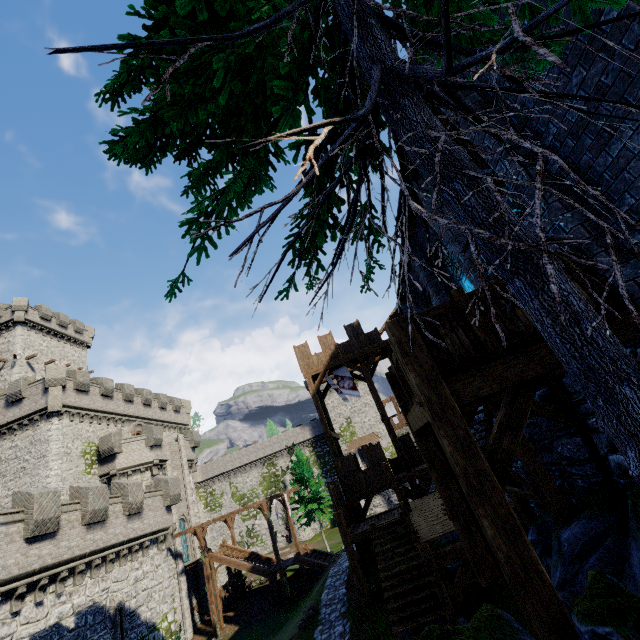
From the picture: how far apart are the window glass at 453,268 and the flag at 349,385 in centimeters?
1259cm

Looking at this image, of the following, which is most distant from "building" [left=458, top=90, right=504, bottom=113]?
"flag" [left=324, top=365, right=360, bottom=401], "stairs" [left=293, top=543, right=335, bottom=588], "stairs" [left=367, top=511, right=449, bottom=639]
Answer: "stairs" [left=293, top=543, right=335, bottom=588]

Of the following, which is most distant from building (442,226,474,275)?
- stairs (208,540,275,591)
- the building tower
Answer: the building tower

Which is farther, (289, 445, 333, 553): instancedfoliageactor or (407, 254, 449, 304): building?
(289, 445, 333, 553): instancedfoliageactor

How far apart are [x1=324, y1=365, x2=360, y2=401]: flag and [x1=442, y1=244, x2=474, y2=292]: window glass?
12.6m

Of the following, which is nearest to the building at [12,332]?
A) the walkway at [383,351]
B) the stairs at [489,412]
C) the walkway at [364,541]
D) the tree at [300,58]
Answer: the walkway at [383,351]

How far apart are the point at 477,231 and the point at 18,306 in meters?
53.2 m

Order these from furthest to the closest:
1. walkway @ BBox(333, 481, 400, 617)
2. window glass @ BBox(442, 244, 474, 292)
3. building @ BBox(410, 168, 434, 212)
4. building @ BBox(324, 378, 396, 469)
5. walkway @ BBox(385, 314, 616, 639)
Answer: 1. building @ BBox(324, 378, 396, 469)
2. walkway @ BBox(333, 481, 400, 617)
3. window glass @ BBox(442, 244, 474, 292)
4. building @ BBox(410, 168, 434, 212)
5. walkway @ BBox(385, 314, 616, 639)
